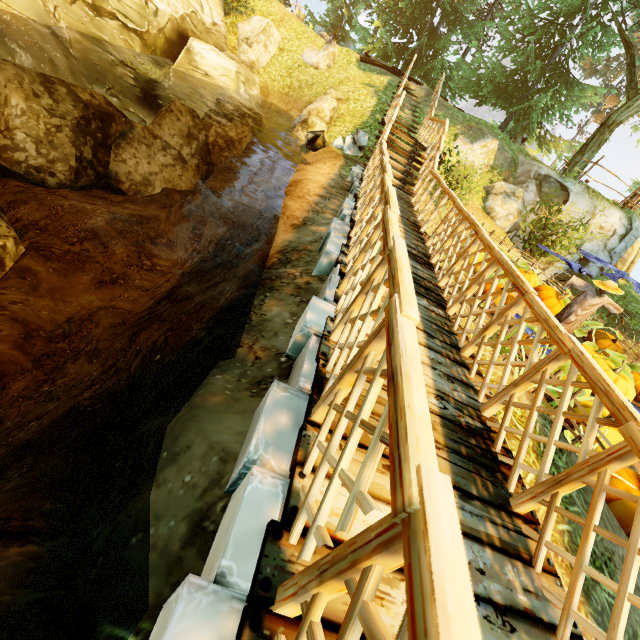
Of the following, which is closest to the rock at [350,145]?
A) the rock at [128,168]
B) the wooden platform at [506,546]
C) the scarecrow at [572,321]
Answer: the wooden platform at [506,546]

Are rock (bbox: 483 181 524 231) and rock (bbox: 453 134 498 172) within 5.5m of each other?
yes

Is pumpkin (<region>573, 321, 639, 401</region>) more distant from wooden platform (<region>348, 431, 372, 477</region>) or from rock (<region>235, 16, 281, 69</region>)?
rock (<region>235, 16, 281, 69</region>)

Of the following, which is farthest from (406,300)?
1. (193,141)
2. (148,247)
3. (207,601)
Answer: (193,141)

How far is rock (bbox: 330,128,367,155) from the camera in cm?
1070

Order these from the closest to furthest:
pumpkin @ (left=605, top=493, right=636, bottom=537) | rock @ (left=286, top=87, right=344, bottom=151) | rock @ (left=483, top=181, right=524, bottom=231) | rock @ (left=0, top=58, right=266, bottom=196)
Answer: pumpkin @ (left=605, top=493, right=636, bottom=537) → rock @ (left=0, top=58, right=266, bottom=196) → rock @ (left=286, top=87, right=344, bottom=151) → rock @ (left=483, top=181, right=524, bottom=231)

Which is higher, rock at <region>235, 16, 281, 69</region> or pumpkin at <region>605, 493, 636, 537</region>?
rock at <region>235, 16, 281, 69</region>

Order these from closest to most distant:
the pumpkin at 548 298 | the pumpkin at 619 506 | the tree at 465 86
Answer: the pumpkin at 619 506, the pumpkin at 548 298, the tree at 465 86
